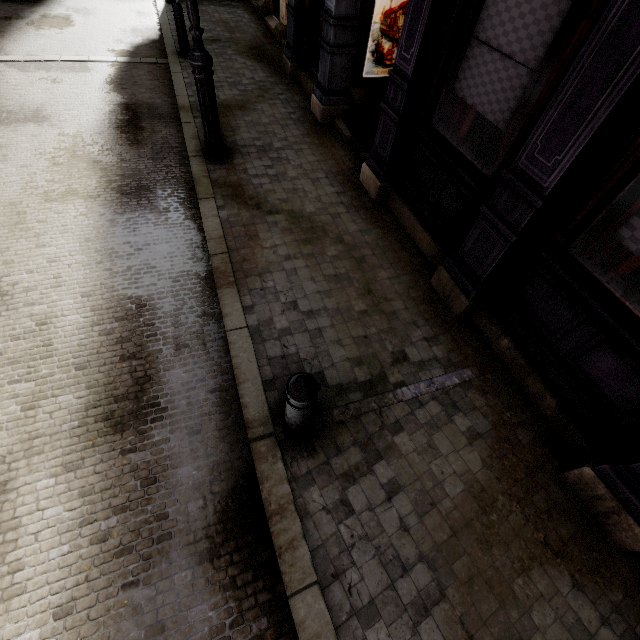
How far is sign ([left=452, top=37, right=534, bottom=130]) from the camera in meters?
3.1

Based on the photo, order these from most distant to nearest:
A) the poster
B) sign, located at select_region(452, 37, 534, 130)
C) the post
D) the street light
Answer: the poster → the street light → sign, located at select_region(452, 37, 534, 130) → the post

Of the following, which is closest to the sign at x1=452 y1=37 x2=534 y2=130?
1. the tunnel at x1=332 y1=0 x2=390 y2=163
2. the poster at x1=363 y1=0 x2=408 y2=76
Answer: the tunnel at x1=332 y1=0 x2=390 y2=163

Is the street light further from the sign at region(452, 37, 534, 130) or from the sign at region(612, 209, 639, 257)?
the sign at region(612, 209, 639, 257)

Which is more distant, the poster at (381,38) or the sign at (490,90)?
the poster at (381,38)

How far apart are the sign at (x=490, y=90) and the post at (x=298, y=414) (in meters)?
3.24

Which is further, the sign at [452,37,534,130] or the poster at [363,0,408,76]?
the poster at [363,0,408,76]

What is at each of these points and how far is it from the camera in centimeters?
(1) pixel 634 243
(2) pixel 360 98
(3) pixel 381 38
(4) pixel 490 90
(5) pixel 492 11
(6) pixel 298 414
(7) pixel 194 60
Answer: (1) sign, 250cm
(2) tunnel, 678cm
(3) poster, 609cm
(4) sign, 337cm
(5) sign, 317cm
(6) post, 251cm
(7) street light, 446cm
